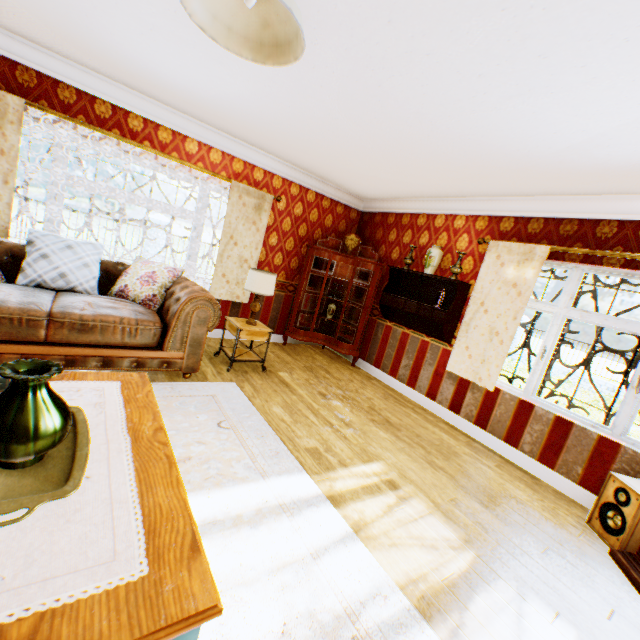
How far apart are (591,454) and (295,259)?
5.05m

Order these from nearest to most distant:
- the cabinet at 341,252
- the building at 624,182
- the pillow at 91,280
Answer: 1. the building at 624,182
2. the pillow at 91,280
3. the cabinet at 341,252

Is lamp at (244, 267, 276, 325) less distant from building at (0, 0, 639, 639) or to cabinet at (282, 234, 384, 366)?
building at (0, 0, 639, 639)

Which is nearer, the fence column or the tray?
the tray

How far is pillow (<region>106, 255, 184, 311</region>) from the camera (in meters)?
3.87

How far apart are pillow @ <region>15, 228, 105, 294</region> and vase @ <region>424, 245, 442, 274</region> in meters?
4.4

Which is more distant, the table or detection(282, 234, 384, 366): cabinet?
detection(282, 234, 384, 366): cabinet

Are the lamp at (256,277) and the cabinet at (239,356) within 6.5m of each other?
yes
